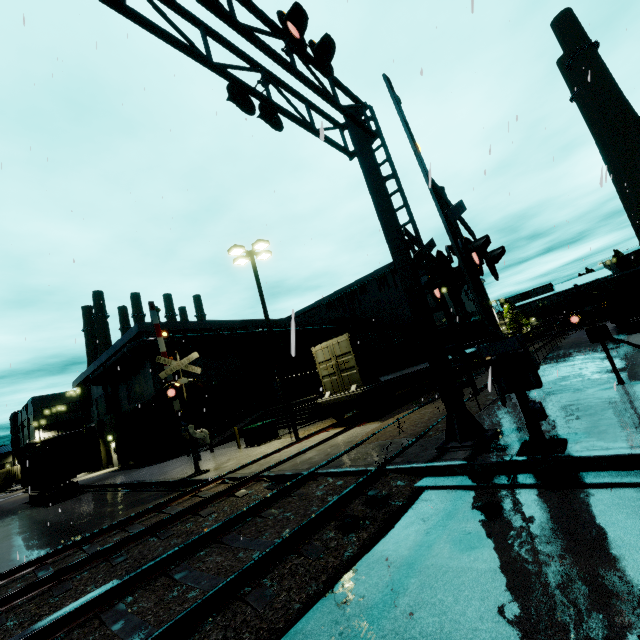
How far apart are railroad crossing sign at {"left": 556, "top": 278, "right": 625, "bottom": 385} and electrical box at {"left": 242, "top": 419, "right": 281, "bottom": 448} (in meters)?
13.98

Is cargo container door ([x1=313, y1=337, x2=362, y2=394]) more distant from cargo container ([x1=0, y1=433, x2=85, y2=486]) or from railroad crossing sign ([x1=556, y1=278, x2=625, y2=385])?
railroad crossing sign ([x1=556, y1=278, x2=625, y2=385])

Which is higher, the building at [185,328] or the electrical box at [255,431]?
the building at [185,328]

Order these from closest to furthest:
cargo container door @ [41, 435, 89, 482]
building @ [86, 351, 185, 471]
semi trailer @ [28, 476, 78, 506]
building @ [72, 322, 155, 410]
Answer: cargo container door @ [41, 435, 89, 482] < semi trailer @ [28, 476, 78, 506] < building @ [86, 351, 185, 471] < building @ [72, 322, 155, 410]

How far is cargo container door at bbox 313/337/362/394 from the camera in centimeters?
1527cm

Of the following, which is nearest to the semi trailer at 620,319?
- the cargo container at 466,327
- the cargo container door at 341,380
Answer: the cargo container door at 341,380

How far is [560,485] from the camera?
4.6m

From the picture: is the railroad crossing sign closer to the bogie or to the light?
the bogie
